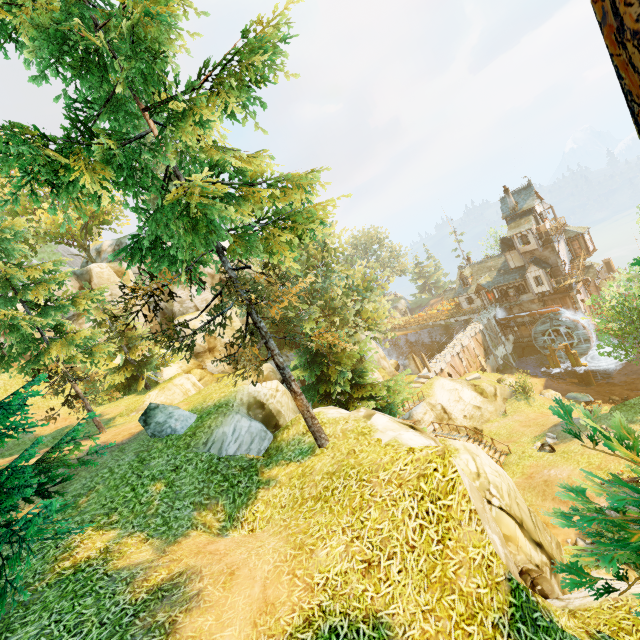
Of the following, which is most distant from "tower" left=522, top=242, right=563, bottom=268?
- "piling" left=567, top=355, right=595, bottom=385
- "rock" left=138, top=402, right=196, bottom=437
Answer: "rock" left=138, top=402, right=196, bottom=437

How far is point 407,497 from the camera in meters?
6.5

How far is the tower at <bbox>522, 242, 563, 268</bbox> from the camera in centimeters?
3959cm

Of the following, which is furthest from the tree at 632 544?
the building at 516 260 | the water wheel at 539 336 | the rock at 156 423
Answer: the water wheel at 539 336

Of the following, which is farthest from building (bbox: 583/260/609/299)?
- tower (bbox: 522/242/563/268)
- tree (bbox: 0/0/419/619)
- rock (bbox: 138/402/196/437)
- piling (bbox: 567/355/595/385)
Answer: rock (bbox: 138/402/196/437)

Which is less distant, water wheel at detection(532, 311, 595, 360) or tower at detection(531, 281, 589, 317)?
water wheel at detection(532, 311, 595, 360)

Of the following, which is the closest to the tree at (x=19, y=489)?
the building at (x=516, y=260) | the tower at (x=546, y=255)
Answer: the building at (x=516, y=260)

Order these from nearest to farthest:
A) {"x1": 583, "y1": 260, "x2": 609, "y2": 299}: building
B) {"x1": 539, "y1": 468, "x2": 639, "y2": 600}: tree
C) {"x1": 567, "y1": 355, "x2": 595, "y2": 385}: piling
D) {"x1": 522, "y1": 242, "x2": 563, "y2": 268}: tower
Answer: {"x1": 539, "y1": 468, "x2": 639, "y2": 600}: tree → {"x1": 567, "y1": 355, "x2": 595, "y2": 385}: piling → {"x1": 522, "y1": 242, "x2": 563, "y2": 268}: tower → {"x1": 583, "y1": 260, "x2": 609, "y2": 299}: building
